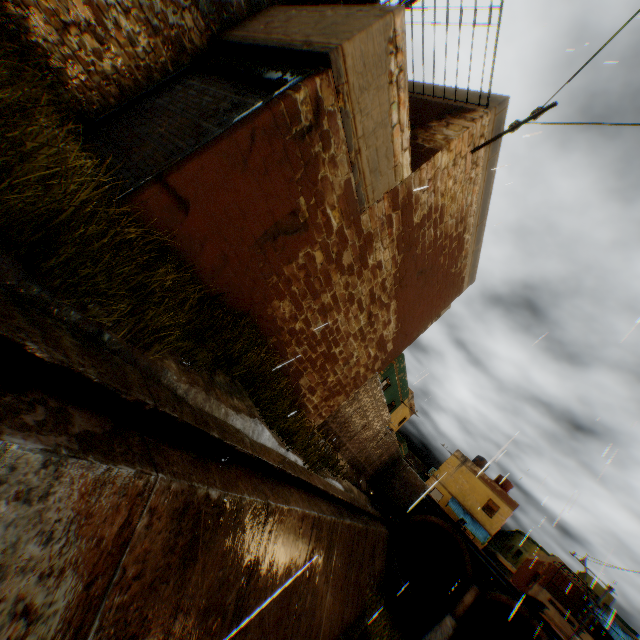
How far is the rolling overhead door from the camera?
4.1m

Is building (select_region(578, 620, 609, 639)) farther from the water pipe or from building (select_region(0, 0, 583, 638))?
the water pipe

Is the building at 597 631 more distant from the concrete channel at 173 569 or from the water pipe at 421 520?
the concrete channel at 173 569

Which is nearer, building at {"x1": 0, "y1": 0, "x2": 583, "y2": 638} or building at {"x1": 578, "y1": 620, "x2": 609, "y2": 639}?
building at {"x1": 0, "y1": 0, "x2": 583, "y2": 638}

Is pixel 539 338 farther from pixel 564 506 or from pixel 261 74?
pixel 261 74

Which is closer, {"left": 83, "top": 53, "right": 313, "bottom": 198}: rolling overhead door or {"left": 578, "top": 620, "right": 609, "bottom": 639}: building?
{"left": 83, "top": 53, "right": 313, "bottom": 198}: rolling overhead door

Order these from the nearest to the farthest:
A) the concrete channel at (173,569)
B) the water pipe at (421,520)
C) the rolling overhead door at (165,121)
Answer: the concrete channel at (173,569) < the rolling overhead door at (165,121) < the water pipe at (421,520)

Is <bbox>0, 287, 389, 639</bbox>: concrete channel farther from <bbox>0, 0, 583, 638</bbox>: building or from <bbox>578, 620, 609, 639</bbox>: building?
<bbox>578, 620, 609, 639</bbox>: building
